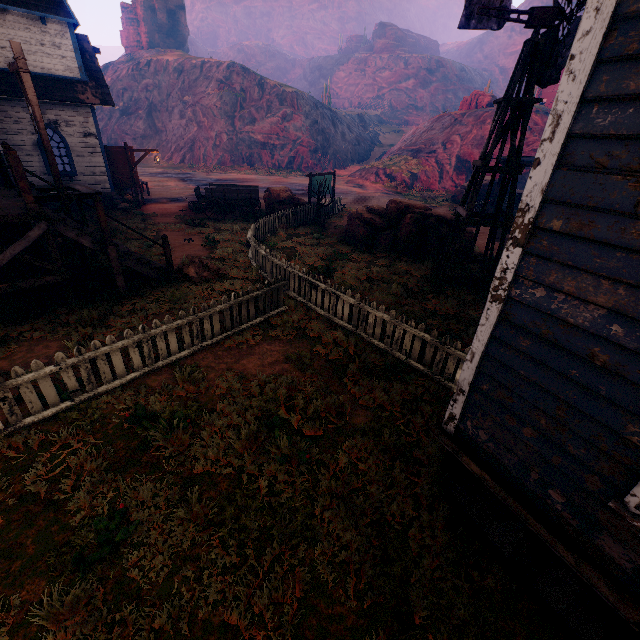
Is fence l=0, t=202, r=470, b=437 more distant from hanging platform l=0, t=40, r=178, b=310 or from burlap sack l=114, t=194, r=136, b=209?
burlap sack l=114, t=194, r=136, b=209

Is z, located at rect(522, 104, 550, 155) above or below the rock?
below

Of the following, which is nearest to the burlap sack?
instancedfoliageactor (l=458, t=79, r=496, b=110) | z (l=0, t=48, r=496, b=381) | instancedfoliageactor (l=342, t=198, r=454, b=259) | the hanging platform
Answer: z (l=0, t=48, r=496, b=381)

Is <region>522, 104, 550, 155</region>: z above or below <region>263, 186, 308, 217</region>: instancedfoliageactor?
above

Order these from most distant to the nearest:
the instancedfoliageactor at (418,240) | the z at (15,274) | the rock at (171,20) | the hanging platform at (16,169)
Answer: the rock at (171,20)
the instancedfoliageactor at (418,240)
the z at (15,274)
the hanging platform at (16,169)

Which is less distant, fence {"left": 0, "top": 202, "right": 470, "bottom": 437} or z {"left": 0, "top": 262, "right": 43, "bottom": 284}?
fence {"left": 0, "top": 202, "right": 470, "bottom": 437}

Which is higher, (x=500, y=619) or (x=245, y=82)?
(x=245, y=82)

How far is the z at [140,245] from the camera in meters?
11.5
